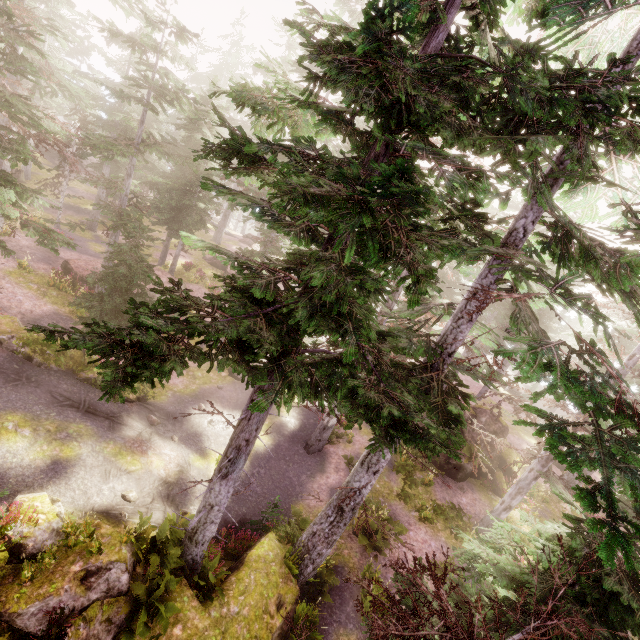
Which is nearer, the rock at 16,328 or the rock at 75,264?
the rock at 16,328

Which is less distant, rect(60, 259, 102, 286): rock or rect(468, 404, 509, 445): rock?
rect(468, 404, 509, 445): rock

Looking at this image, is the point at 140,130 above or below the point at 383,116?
below

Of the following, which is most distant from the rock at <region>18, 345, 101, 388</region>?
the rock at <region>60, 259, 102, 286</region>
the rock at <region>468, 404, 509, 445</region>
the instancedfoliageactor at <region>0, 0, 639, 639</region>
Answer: the rock at <region>60, 259, 102, 286</region>

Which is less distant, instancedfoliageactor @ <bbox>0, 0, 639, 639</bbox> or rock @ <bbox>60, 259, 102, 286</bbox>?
instancedfoliageactor @ <bbox>0, 0, 639, 639</bbox>

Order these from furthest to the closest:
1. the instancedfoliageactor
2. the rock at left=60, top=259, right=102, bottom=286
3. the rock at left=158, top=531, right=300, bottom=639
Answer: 1. the rock at left=60, top=259, right=102, bottom=286
2. the rock at left=158, top=531, right=300, bottom=639
3. the instancedfoliageactor

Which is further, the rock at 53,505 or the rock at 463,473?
the rock at 463,473
